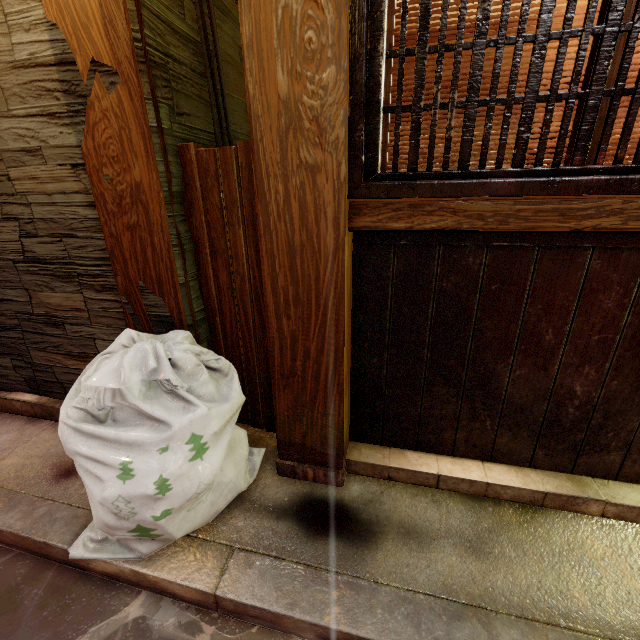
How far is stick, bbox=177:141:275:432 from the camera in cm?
317

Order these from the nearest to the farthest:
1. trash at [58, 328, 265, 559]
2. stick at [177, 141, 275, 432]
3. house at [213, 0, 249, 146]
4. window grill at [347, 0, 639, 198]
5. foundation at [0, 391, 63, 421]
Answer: window grill at [347, 0, 639, 198]
trash at [58, 328, 265, 559]
stick at [177, 141, 275, 432]
house at [213, 0, 249, 146]
foundation at [0, 391, 63, 421]

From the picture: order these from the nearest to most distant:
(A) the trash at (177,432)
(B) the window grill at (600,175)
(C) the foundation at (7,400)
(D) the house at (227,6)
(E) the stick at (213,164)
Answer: (B) the window grill at (600,175) → (A) the trash at (177,432) → (E) the stick at (213,164) → (D) the house at (227,6) → (C) the foundation at (7,400)

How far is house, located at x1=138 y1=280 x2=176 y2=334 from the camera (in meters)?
3.50

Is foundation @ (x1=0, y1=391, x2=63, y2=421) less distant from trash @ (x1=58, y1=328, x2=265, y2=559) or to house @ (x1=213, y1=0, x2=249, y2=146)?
trash @ (x1=58, y1=328, x2=265, y2=559)

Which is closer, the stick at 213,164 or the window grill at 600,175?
the window grill at 600,175

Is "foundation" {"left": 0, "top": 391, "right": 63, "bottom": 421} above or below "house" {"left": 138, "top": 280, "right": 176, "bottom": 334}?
below

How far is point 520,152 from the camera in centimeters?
220cm
